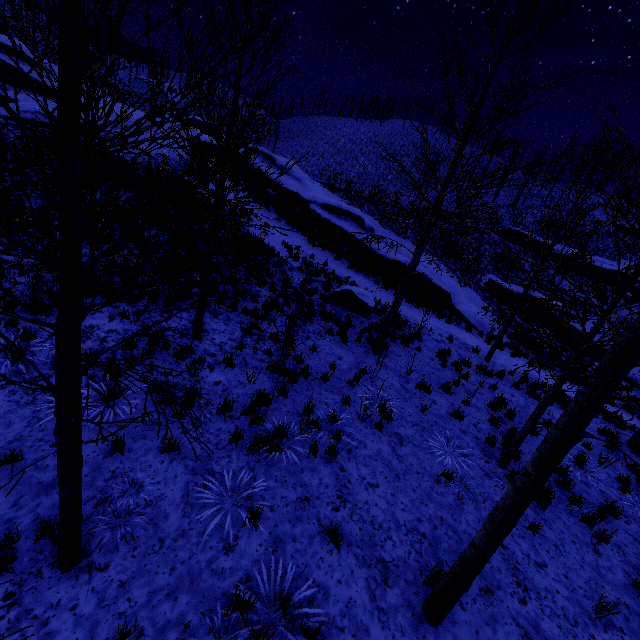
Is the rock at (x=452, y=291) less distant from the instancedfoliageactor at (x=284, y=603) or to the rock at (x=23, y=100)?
the rock at (x=23, y=100)

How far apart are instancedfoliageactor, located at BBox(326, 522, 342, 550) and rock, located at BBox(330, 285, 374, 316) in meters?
8.5 m

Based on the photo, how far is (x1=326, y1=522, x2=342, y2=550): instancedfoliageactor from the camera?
4.73m

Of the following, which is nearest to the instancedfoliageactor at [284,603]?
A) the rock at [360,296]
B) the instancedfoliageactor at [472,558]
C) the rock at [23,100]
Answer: the instancedfoliageactor at [472,558]

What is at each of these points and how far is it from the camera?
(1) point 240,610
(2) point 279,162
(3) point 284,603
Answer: (1) instancedfoliageactor, 3.7 meters
(2) rock, 27.9 meters
(3) instancedfoliageactor, 3.9 meters

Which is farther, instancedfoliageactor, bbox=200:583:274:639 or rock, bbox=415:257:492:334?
rock, bbox=415:257:492:334

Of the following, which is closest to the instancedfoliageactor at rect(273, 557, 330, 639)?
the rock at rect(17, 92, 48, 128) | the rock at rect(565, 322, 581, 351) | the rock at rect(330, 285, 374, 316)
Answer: the rock at rect(330, 285, 374, 316)

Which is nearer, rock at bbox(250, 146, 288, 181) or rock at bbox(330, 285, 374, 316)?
rock at bbox(330, 285, 374, 316)
